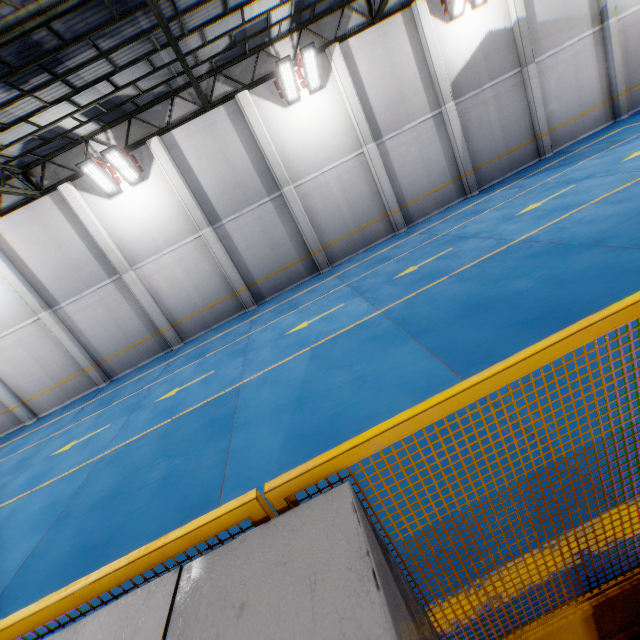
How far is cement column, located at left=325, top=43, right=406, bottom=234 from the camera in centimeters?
1296cm

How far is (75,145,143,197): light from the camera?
11.9 meters

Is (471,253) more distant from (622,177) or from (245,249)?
(245,249)

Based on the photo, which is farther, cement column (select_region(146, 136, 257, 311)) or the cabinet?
cement column (select_region(146, 136, 257, 311))

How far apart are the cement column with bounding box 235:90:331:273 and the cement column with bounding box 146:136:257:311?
3.4m

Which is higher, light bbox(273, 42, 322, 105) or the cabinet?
light bbox(273, 42, 322, 105)

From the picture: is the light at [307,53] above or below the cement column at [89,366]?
above

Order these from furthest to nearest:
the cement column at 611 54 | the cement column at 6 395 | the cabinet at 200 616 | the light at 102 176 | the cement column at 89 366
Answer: the cement column at 6 395 → the cement column at 611 54 → the cement column at 89 366 → the light at 102 176 → the cabinet at 200 616
